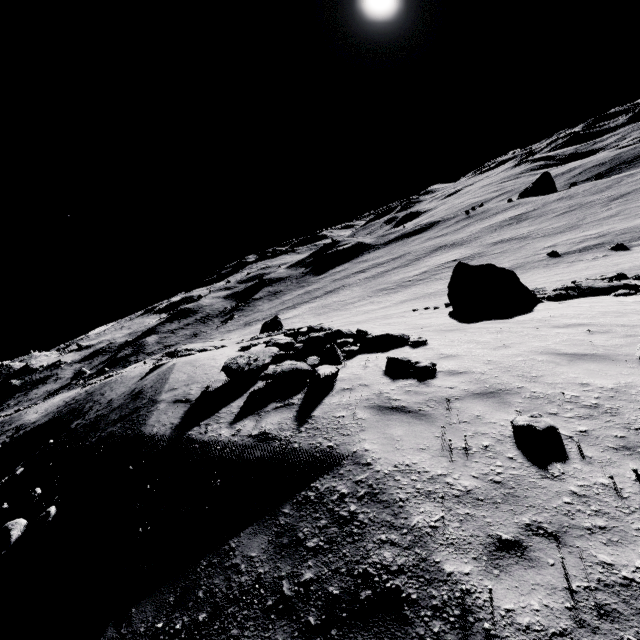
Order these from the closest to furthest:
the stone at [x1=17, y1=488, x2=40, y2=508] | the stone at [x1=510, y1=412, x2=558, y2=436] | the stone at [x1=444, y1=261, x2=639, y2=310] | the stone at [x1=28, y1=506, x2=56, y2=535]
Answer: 1. the stone at [x1=510, y1=412, x2=558, y2=436]
2. the stone at [x1=28, y1=506, x2=56, y2=535]
3. the stone at [x1=17, y1=488, x2=40, y2=508]
4. the stone at [x1=444, y1=261, x2=639, y2=310]

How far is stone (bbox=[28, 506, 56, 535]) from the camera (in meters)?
6.39

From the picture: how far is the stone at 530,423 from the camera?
4.3m

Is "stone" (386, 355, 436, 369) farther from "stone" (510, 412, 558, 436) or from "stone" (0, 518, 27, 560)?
"stone" (0, 518, 27, 560)

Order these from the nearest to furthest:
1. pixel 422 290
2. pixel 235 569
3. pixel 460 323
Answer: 1. pixel 235 569
2. pixel 460 323
3. pixel 422 290

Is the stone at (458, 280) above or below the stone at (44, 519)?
below

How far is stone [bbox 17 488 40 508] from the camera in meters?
7.9

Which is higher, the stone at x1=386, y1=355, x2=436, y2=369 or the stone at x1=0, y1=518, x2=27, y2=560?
the stone at x1=0, y1=518, x2=27, y2=560
